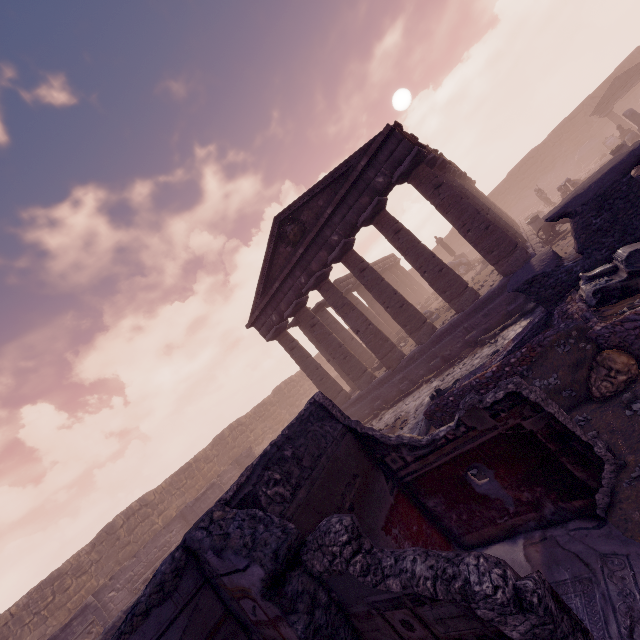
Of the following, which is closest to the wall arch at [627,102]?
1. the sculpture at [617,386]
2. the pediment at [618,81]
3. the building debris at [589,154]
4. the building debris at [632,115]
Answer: the building debris at [589,154]

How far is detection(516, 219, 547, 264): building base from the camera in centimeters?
1188cm

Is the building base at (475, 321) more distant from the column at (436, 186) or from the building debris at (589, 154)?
the building debris at (589, 154)

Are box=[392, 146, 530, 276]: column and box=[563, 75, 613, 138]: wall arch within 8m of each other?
no

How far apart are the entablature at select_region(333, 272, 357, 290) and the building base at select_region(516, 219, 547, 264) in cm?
529

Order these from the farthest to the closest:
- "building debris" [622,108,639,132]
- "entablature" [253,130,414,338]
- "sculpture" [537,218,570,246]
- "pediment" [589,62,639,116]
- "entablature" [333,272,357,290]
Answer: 1. "entablature" [333,272,357,290]
2. "pediment" [589,62,639,116]
3. "building debris" [622,108,639,132]
4. "sculpture" [537,218,570,246]
5. "entablature" [253,130,414,338]

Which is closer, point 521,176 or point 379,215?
point 379,215

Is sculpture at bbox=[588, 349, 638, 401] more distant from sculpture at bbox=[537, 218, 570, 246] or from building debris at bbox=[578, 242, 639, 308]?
sculpture at bbox=[537, 218, 570, 246]
